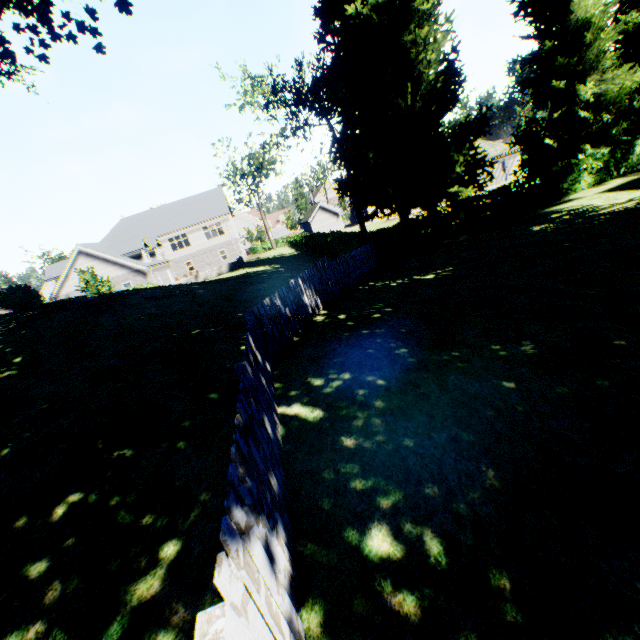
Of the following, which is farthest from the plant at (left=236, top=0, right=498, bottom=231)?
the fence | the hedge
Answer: the hedge

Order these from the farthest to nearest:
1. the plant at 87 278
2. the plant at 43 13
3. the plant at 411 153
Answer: the plant at 411 153, the plant at 87 278, the plant at 43 13

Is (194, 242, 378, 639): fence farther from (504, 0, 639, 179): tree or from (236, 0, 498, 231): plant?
(504, 0, 639, 179): tree

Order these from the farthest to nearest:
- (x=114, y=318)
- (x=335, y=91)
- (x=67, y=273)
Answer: (x=67, y=273) < (x=335, y=91) < (x=114, y=318)

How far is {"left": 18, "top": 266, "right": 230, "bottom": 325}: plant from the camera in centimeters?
1175cm

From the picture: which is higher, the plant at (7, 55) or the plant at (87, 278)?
the plant at (7, 55)

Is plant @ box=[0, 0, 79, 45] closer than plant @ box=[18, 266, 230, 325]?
Yes

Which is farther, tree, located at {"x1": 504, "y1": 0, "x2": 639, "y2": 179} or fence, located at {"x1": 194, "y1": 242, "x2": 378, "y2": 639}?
tree, located at {"x1": 504, "y1": 0, "x2": 639, "y2": 179}
